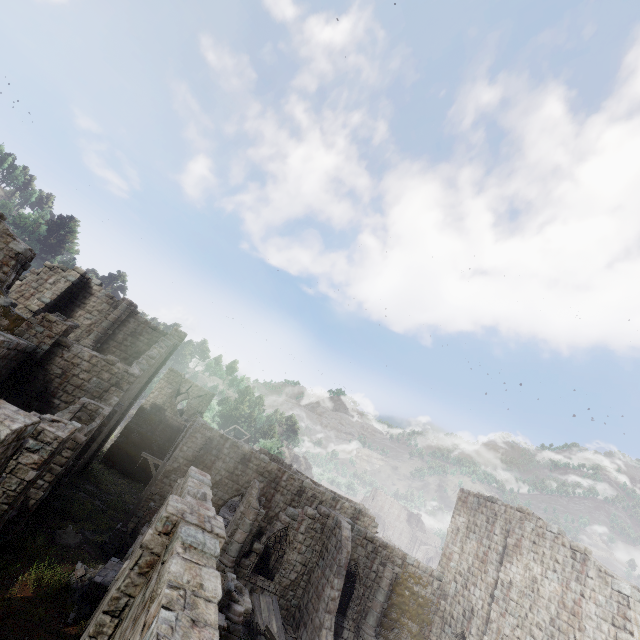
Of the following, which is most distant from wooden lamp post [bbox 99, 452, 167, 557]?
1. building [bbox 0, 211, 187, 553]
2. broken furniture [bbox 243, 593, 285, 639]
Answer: broken furniture [bbox 243, 593, 285, 639]

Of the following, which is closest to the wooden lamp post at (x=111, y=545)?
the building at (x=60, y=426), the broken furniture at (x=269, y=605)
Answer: the building at (x=60, y=426)

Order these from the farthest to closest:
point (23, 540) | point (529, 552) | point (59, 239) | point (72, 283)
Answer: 1. point (59, 239)
2. point (72, 283)
3. point (529, 552)
4. point (23, 540)

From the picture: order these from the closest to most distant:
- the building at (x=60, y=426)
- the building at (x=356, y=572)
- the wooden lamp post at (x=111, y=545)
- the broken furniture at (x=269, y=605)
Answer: the building at (x=356, y=572) < the building at (x=60, y=426) < the broken furniture at (x=269, y=605) < the wooden lamp post at (x=111, y=545)

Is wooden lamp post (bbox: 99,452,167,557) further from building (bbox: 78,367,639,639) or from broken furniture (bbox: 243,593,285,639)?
broken furniture (bbox: 243,593,285,639)

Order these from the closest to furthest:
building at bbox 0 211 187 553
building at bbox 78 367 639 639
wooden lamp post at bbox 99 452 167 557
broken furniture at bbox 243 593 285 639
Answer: building at bbox 78 367 639 639, building at bbox 0 211 187 553, broken furniture at bbox 243 593 285 639, wooden lamp post at bbox 99 452 167 557

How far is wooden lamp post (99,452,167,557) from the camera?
16.45m
